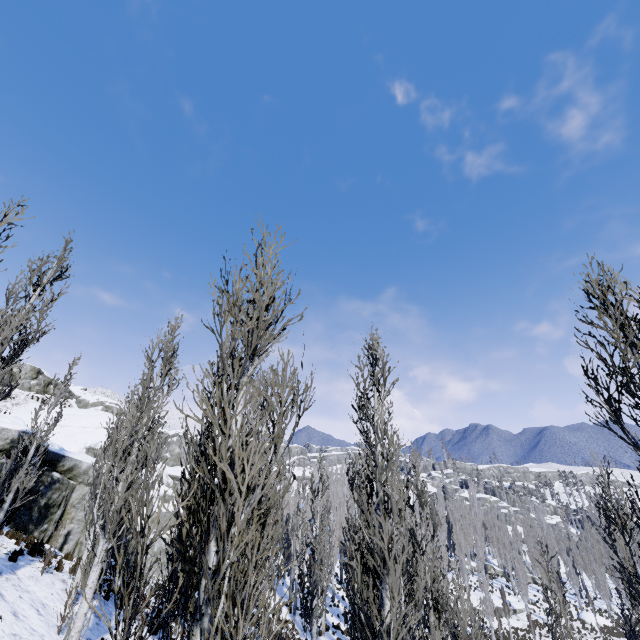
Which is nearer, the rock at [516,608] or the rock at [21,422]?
the rock at [21,422]

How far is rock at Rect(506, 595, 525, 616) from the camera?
39.3 meters

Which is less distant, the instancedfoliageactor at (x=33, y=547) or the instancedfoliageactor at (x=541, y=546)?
the instancedfoliageactor at (x=541, y=546)

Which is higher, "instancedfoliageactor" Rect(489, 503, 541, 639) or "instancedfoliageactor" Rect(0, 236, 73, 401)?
"instancedfoliageactor" Rect(0, 236, 73, 401)

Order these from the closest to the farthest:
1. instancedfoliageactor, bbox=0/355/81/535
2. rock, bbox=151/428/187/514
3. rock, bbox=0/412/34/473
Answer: instancedfoliageactor, bbox=0/355/81/535 < rock, bbox=0/412/34/473 < rock, bbox=151/428/187/514

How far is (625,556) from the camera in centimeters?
1302cm

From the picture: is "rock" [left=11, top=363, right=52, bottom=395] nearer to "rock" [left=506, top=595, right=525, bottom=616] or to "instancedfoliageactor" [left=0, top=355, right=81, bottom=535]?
"instancedfoliageactor" [left=0, top=355, right=81, bottom=535]

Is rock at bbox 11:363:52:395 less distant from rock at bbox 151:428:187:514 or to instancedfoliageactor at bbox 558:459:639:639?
rock at bbox 151:428:187:514
